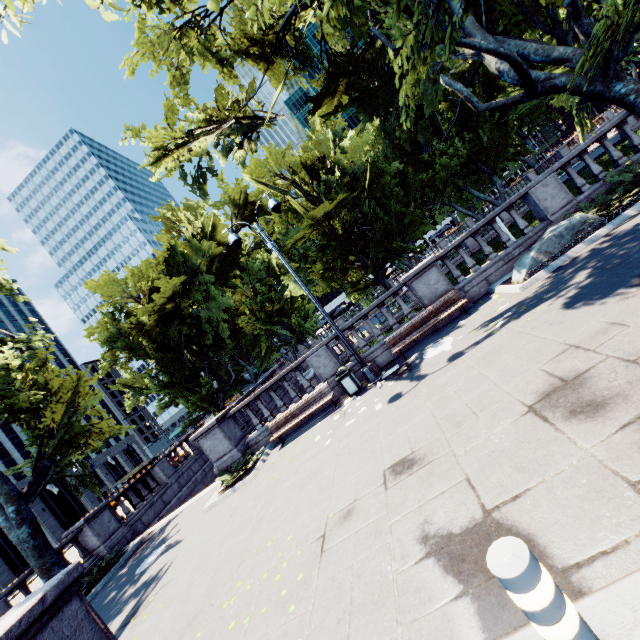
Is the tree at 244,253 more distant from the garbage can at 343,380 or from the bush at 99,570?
the garbage can at 343,380

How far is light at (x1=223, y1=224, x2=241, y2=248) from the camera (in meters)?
11.27

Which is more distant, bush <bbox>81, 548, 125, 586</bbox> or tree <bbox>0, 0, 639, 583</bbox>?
bush <bbox>81, 548, 125, 586</bbox>

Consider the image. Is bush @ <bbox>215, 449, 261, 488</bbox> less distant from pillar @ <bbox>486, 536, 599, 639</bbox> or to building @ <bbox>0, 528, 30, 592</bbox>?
pillar @ <bbox>486, 536, 599, 639</bbox>

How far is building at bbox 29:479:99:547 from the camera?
39.0 meters

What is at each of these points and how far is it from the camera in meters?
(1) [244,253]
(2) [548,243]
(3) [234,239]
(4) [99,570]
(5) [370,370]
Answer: (1) tree, 32.0 m
(2) rock, 9.5 m
(3) light, 11.2 m
(4) bush, 13.0 m
(5) light, 11.0 m

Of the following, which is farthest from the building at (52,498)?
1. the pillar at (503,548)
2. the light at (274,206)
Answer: the pillar at (503,548)

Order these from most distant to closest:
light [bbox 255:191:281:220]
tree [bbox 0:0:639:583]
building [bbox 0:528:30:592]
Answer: building [bbox 0:528:30:592], light [bbox 255:191:281:220], tree [bbox 0:0:639:583]
